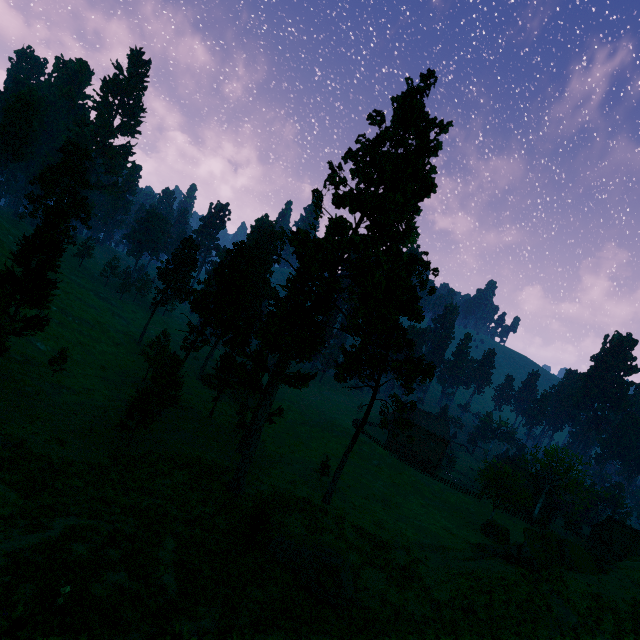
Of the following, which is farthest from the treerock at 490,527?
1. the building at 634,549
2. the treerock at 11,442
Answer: the treerock at 11,442

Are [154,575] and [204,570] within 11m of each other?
yes

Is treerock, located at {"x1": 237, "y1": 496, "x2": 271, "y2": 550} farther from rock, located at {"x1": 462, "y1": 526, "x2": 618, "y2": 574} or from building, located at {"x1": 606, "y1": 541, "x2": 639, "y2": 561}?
rock, located at {"x1": 462, "y1": 526, "x2": 618, "y2": 574}

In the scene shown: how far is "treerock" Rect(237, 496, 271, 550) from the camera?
20.6 meters

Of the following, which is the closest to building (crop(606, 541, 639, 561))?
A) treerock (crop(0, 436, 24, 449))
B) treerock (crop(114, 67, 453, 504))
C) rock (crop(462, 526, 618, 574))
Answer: treerock (crop(114, 67, 453, 504))

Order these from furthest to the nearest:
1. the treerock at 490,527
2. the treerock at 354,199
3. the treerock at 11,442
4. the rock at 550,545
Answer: the treerock at 490,527 < the treerock at 354,199 < the rock at 550,545 < the treerock at 11,442

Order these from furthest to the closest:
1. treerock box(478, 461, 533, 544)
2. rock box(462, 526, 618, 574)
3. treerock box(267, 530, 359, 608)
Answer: treerock box(478, 461, 533, 544) → rock box(462, 526, 618, 574) → treerock box(267, 530, 359, 608)

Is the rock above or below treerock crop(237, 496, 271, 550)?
above
